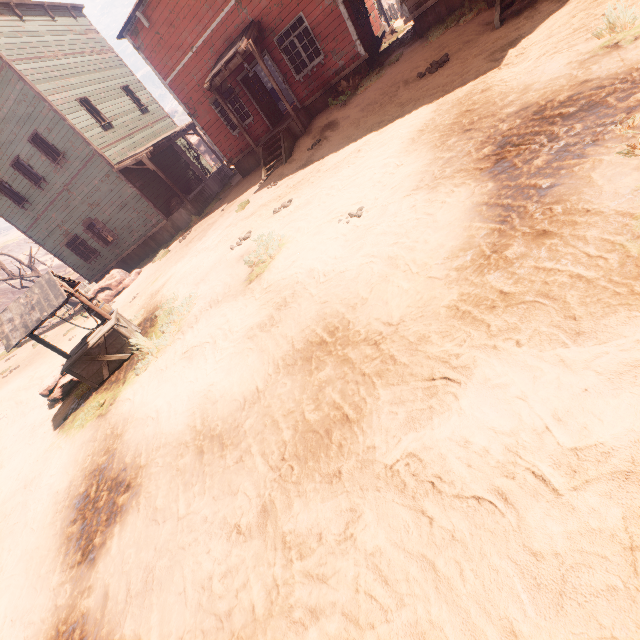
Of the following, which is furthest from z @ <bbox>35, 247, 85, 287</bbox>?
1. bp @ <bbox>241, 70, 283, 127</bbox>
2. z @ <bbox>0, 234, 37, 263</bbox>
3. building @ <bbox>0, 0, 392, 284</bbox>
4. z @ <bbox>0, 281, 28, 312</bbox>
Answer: z @ <bbox>0, 234, 37, 263</bbox>

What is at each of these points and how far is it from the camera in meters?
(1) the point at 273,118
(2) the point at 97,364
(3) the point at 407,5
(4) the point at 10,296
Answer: (1) bp, 14.8 m
(2) well, 7.4 m
(3) building, 10.7 m
(4) z, 36.3 m

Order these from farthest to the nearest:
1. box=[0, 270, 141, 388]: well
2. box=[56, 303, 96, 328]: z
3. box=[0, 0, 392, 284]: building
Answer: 1. box=[56, 303, 96, 328]: z
2. box=[0, 0, 392, 284]: building
3. box=[0, 270, 141, 388]: well

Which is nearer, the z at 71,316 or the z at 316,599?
the z at 316,599

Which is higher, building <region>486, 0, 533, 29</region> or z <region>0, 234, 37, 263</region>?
z <region>0, 234, 37, 263</region>

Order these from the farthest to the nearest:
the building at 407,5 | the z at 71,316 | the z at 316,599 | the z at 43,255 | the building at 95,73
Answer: the z at 43,255 < the z at 71,316 < the building at 95,73 < the building at 407,5 < the z at 316,599

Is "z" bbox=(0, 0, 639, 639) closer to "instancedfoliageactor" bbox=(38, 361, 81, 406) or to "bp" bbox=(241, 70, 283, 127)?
"instancedfoliageactor" bbox=(38, 361, 81, 406)

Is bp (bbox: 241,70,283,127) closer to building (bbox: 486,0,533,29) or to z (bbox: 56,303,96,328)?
building (bbox: 486,0,533,29)
